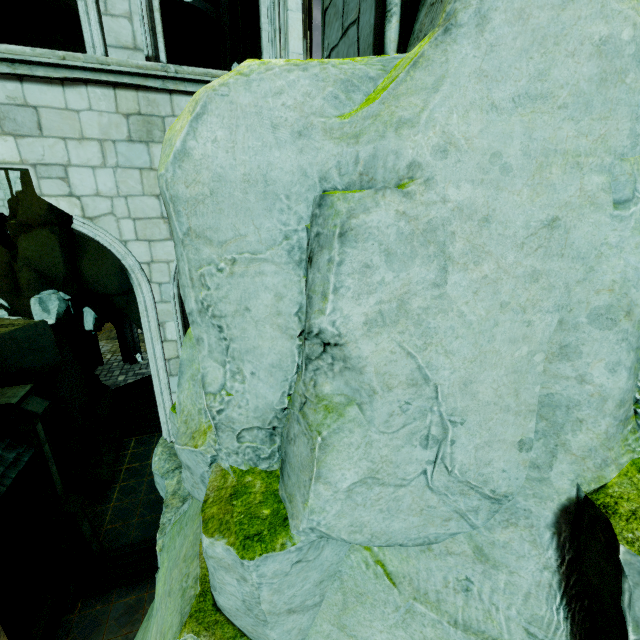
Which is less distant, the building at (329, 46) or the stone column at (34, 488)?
the building at (329, 46)

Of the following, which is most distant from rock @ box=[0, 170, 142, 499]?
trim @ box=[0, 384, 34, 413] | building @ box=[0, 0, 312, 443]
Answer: trim @ box=[0, 384, 34, 413]

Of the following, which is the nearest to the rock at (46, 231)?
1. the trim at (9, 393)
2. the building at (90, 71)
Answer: the building at (90, 71)

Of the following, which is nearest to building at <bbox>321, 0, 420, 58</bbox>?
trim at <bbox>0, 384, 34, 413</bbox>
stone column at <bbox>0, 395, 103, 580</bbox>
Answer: trim at <bbox>0, 384, 34, 413</bbox>

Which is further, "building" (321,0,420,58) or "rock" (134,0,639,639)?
"building" (321,0,420,58)

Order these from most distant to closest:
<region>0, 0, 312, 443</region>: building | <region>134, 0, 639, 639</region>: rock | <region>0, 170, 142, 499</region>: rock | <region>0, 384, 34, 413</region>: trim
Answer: <region>0, 170, 142, 499</region>: rock → <region>0, 384, 34, 413</region>: trim → <region>0, 0, 312, 443</region>: building → <region>134, 0, 639, 639</region>: rock

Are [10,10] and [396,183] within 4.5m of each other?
no
